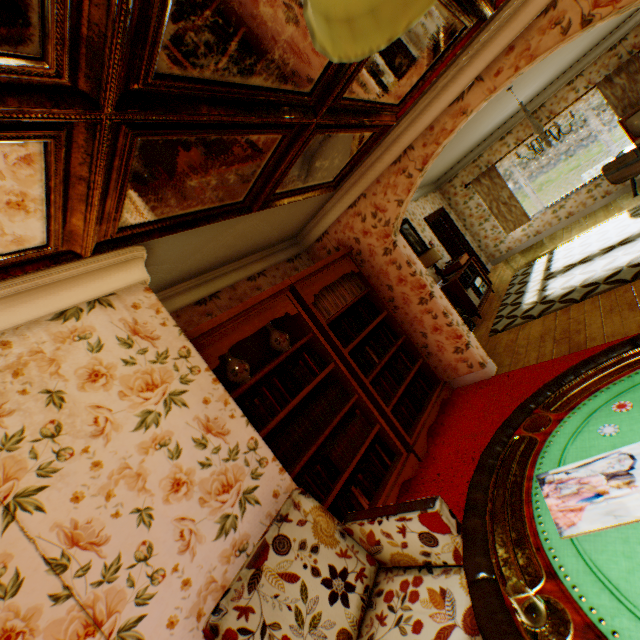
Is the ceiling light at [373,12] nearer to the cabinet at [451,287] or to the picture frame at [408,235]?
the cabinet at [451,287]

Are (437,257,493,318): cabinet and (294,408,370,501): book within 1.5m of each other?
no

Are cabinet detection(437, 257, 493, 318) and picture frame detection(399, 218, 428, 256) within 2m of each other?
yes

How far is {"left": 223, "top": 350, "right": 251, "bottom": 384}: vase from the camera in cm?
291

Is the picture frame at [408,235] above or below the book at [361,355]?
above

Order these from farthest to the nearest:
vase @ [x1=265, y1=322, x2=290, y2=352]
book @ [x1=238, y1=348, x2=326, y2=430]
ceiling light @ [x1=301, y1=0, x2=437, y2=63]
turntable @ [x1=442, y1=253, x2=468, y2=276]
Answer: turntable @ [x1=442, y1=253, x2=468, y2=276] < vase @ [x1=265, y1=322, x2=290, y2=352] < book @ [x1=238, y1=348, x2=326, y2=430] < ceiling light @ [x1=301, y1=0, x2=437, y2=63]

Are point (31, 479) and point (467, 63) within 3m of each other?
no

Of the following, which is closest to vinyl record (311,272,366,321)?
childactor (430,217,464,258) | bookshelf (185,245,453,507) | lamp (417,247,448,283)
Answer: bookshelf (185,245,453,507)
